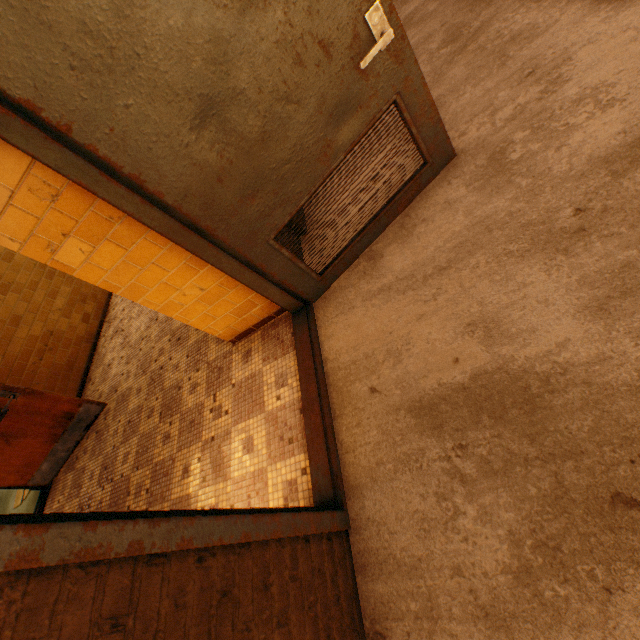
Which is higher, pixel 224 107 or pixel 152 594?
pixel 224 107
